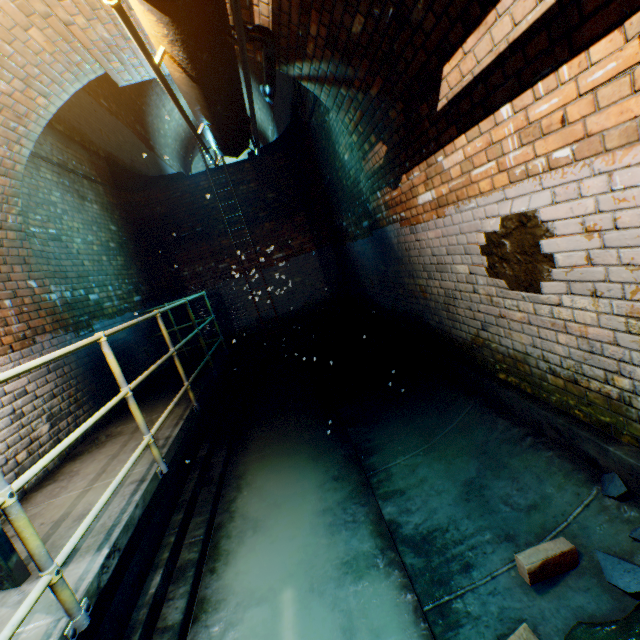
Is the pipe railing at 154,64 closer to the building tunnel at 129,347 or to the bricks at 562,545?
the building tunnel at 129,347

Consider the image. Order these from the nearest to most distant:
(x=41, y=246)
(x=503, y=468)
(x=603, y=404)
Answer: (x=603, y=404) < (x=503, y=468) < (x=41, y=246)

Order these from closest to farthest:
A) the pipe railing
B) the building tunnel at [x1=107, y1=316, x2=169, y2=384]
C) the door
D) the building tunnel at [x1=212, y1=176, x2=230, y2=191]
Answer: the pipe railing
the door
the building tunnel at [x1=107, y1=316, x2=169, y2=384]
the building tunnel at [x1=212, y1=176, x2=230, y2=191]

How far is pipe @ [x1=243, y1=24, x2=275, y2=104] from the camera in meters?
2.9 m

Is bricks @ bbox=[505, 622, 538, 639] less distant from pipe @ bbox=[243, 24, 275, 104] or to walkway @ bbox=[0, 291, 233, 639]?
walkway @ bbox=[0, 291, 233, 639]

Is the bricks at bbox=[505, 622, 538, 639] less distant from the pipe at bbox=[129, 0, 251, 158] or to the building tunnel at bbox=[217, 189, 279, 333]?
the building tunnel at bbox=[217, 189, 279, 333]

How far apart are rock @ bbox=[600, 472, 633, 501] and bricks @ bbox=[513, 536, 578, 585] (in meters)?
0.15

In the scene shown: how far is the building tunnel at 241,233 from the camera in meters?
8.1 m
